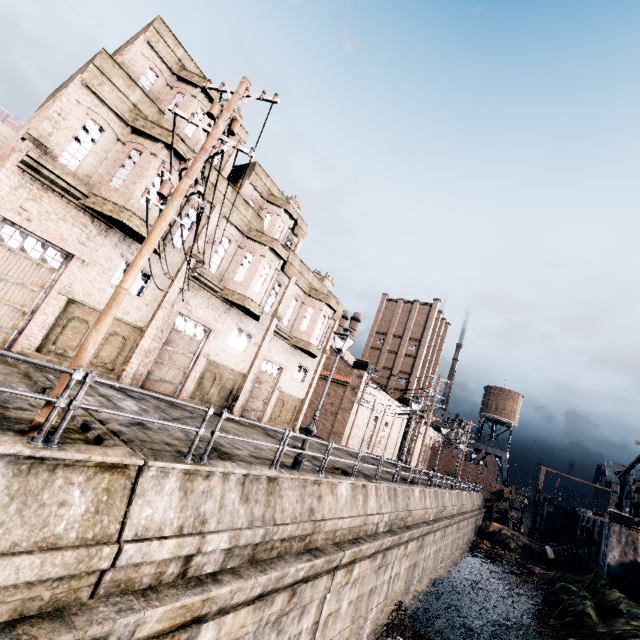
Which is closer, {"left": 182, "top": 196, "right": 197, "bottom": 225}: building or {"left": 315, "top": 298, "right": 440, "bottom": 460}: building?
{"left": 182, "top": 196, "right": 197, "bottom": 225}: building

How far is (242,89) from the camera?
8.09m

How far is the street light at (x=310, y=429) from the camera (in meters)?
12.27

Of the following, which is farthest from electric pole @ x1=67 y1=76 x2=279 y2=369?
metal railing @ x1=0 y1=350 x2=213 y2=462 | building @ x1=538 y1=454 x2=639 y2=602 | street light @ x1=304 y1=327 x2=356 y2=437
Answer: building @ x1=538 y1=454 x2=639 y2=602

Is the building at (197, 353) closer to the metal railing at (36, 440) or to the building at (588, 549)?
the metal railing at (36, 440)

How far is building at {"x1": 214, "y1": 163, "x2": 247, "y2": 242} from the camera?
18.7m
